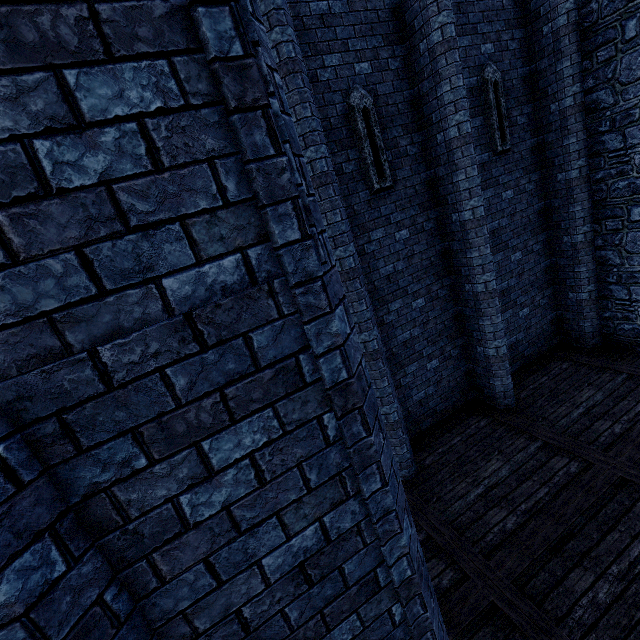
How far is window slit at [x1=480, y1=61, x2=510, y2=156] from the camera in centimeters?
673cm

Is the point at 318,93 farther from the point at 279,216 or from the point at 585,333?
the point at 585,333

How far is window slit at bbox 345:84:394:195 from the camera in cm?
563

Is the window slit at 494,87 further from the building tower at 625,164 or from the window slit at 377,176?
the window slit at 377,176

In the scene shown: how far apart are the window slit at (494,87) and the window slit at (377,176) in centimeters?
276cm

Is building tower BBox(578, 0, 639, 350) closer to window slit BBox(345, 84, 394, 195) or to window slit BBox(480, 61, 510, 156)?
window slit BBox(480, 61, 510, 156)

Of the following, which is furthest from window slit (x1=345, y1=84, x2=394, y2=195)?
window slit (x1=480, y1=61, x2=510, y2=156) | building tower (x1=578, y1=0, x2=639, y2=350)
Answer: building tower (x1=578, y1=0, x2=639, y2=350)
